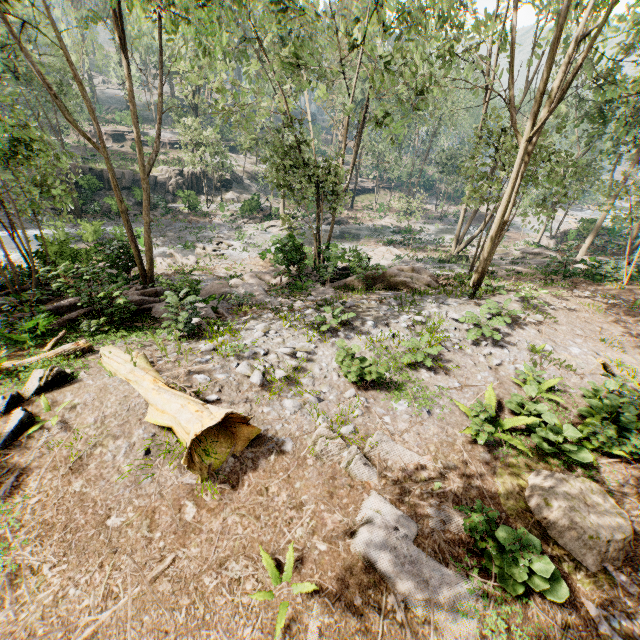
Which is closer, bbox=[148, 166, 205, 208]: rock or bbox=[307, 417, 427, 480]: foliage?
bbox=[307, 417, 427, 480]: foliage

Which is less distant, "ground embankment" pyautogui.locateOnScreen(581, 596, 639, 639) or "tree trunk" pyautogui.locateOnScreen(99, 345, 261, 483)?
"ground embankment" pyautogui.locateOnScreen(581, 596, 639, 639)

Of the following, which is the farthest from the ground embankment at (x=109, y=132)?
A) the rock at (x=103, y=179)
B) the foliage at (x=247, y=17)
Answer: the rock at (x=103, y=179)

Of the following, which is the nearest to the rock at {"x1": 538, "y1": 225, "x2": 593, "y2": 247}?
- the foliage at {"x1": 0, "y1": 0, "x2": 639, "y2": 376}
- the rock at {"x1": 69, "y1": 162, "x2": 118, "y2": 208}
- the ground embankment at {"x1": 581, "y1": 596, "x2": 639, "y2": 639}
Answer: the foliage at {"x1": 0, "y1": 0, "x2": 639, "y2": 376}

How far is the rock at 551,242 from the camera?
33.47m

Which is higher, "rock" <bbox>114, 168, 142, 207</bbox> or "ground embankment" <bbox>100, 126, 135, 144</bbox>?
"ground embankment" <bbox>100, 126, 135, 144</bbox>

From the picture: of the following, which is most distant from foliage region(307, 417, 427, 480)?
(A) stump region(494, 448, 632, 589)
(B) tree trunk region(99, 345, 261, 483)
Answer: (B) tree trunk region(99, 345, 261, 483)

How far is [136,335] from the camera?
10.5 meters
